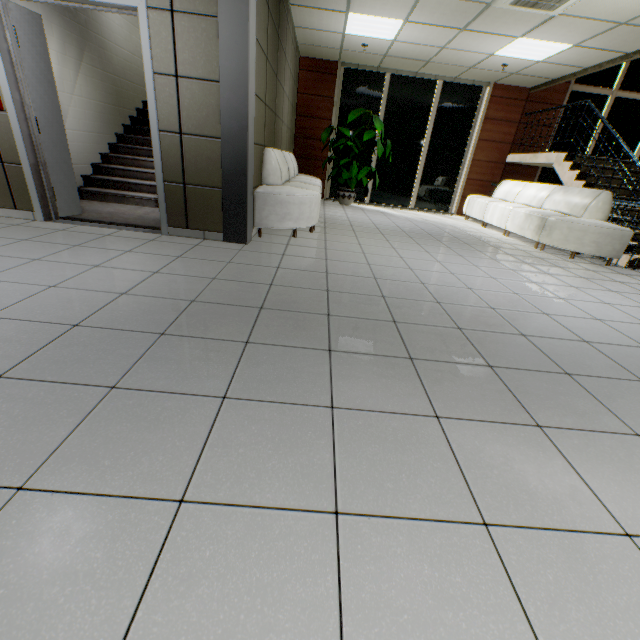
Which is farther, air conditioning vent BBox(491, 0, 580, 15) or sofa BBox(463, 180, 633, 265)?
sofa BBox(463, 180, 633, 265)

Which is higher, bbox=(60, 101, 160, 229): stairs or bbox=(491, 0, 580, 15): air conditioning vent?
bbox=(491, 0, 580, 15): air conditioning vent

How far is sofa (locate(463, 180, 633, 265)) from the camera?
5.1 meters

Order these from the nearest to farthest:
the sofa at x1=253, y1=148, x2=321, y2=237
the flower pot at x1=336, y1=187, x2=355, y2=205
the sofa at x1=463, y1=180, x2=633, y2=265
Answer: the sofa at x1=253, y1=148, x2=321, y2=237, the sofa at x1=463, y1=180, x2=633, y2=265, the flower pot at x1=336, y1=187, x2=355, y2=205

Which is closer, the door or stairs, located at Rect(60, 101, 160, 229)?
the door

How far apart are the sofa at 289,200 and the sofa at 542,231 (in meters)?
3.98

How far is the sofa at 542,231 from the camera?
5.11m

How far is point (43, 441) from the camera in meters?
1.2
